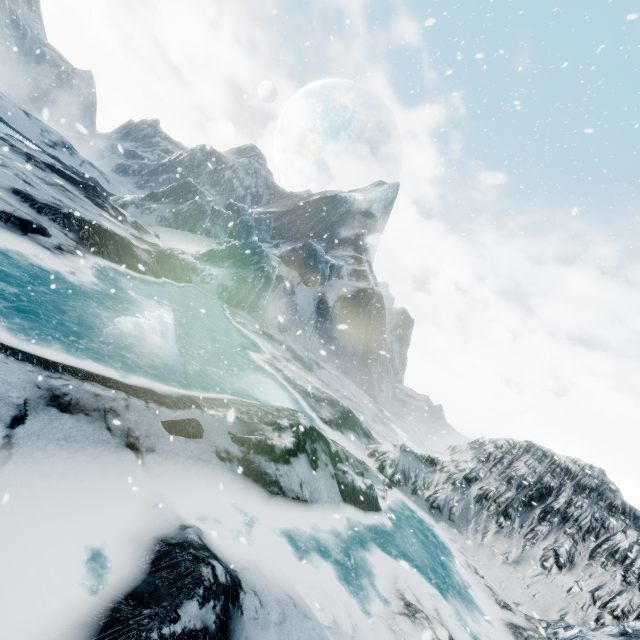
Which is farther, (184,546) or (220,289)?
(220,289)
